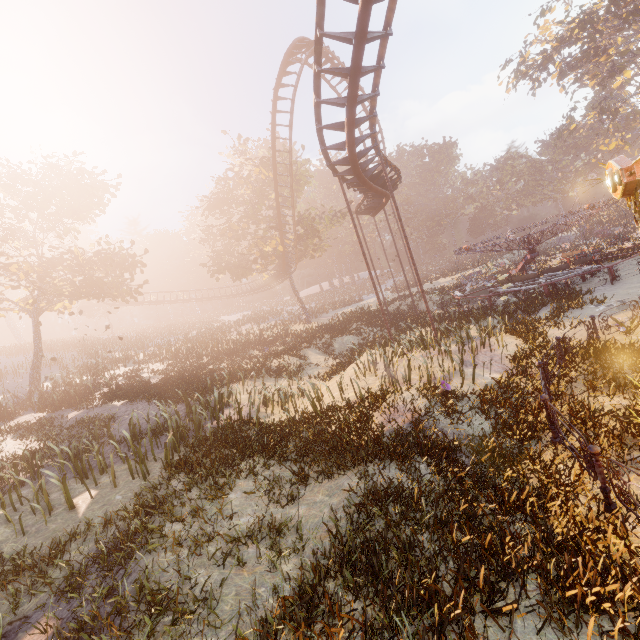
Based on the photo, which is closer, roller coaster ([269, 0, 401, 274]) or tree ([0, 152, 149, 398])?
roller coaster ([269, 0, 401, 274])

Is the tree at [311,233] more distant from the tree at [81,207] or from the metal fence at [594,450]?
the metal fence at [594,450]

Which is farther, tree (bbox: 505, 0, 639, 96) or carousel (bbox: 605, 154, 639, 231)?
tree (bbox: 505, 0, 639, 96)

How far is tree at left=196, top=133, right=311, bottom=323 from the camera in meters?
31.4

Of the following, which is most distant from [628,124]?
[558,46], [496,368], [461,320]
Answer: [496,368]

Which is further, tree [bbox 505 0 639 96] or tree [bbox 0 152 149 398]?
tree [bbox 505 0 639 96]

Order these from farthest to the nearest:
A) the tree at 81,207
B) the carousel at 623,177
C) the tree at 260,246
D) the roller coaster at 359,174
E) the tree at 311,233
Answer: the tree at 311,233 → the tree at 260,246 → the tree at 81,207 → the roller coaster at 359,174 → the carousel at 623,177
